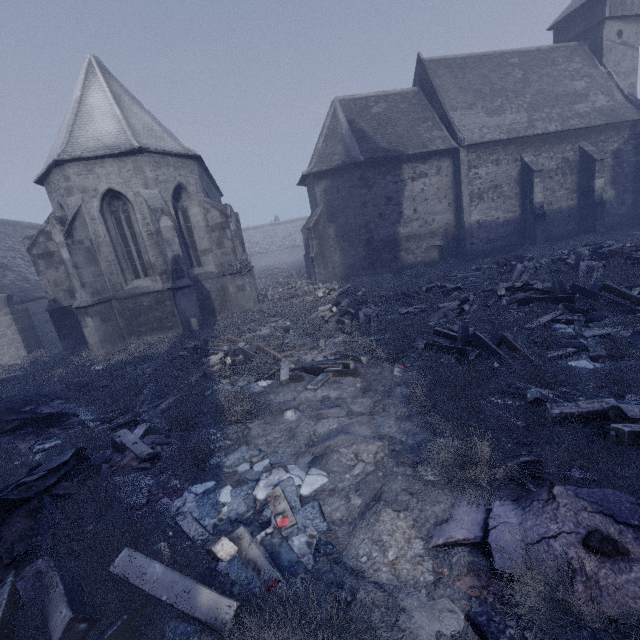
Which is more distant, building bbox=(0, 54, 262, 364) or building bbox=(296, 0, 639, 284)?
building bbox=(296, 0, 639, 284)

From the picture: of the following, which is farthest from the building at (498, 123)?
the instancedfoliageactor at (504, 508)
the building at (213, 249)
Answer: the instancedfoliageactor at (504, 508)

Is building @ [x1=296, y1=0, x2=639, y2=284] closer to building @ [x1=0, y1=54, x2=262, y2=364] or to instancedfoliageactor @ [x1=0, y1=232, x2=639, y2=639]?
building @ [x1=0, y1=54, x2=262, y2=364]

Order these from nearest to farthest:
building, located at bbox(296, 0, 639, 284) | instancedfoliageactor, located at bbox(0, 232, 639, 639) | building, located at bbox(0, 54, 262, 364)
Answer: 1. instancedfoliageactor, located at bbox(0, 232, 639, 639)
2. building, located at bbox(0, 54, 262, 364)
3. building, located at bbox(296, 0, 639, 284)

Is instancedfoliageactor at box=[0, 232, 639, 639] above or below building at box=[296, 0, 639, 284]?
below

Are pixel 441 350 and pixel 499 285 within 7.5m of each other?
yes

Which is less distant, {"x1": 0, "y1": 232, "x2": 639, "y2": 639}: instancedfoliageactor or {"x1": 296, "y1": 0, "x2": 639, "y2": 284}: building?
{"x1": 0, "y1": 232, "x2": 639, "y2": 639}: instancedfoliageactor
